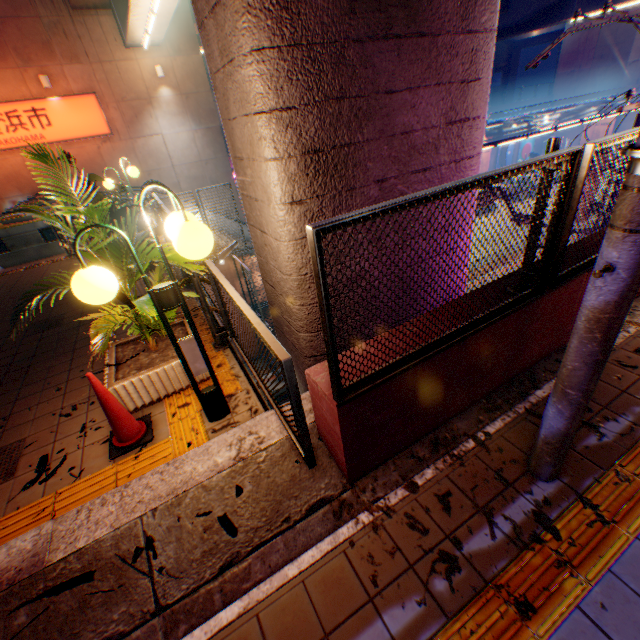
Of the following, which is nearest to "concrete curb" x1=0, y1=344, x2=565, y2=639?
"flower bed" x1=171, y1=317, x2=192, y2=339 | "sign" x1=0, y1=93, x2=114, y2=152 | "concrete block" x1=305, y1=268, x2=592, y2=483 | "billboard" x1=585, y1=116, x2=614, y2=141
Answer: "concrete block" x1=305, y1=268, x2=592, y2=483

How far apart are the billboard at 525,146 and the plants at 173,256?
42.8 meters

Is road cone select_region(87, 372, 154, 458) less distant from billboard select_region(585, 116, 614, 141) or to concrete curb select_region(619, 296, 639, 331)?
concrete curb select_region(619, 296, 639, 331)

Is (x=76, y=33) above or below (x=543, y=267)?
above

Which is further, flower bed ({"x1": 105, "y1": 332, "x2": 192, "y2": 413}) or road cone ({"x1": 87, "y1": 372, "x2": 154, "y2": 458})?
flower bed ({"x1": 105, "y1": 332, "x2": 192, "y2": 413})

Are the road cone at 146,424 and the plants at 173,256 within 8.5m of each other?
yes

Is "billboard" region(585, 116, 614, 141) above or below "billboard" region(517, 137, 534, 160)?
above

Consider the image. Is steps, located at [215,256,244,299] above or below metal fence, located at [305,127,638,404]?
below
